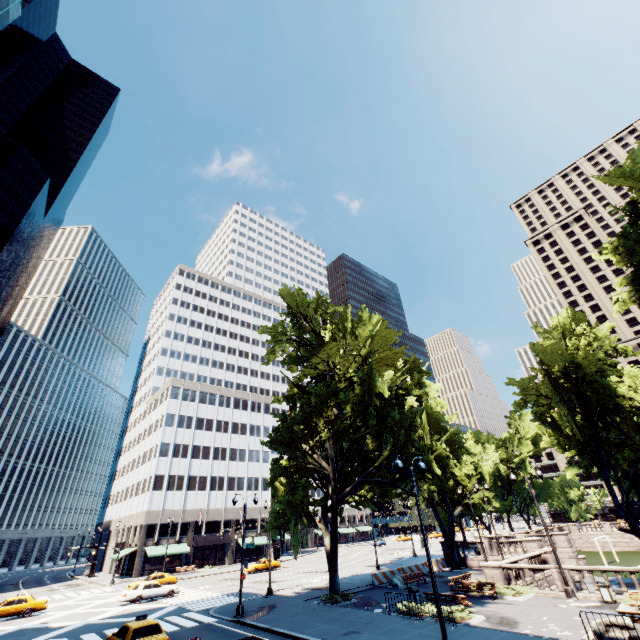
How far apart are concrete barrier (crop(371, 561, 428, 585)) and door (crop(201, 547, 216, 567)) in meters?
41.4 m

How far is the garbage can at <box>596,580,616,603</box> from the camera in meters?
18.5 m

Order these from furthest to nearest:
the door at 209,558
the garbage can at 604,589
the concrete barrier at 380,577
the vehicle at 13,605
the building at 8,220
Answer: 1. the building at 8,220
2. the door at 209,558
3. the concrete barrier at 380,577
4. the vehicle at 13,605
5. the garbage can at 604,589

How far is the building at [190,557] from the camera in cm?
5219

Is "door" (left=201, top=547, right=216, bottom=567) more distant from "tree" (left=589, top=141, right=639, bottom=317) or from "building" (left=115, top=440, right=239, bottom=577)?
"tree" (left=589, top=141, right=639, bottom=317)

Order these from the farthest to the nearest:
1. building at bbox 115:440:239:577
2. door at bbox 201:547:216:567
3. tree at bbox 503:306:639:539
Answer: door at bbox 201:547:216:567 < building at bbox 115:440:239:577 < tree at bbox 503:306:639:539

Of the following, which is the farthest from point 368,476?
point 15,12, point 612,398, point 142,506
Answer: point 15,12

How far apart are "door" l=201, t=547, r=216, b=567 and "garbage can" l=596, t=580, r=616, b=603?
58.79m
